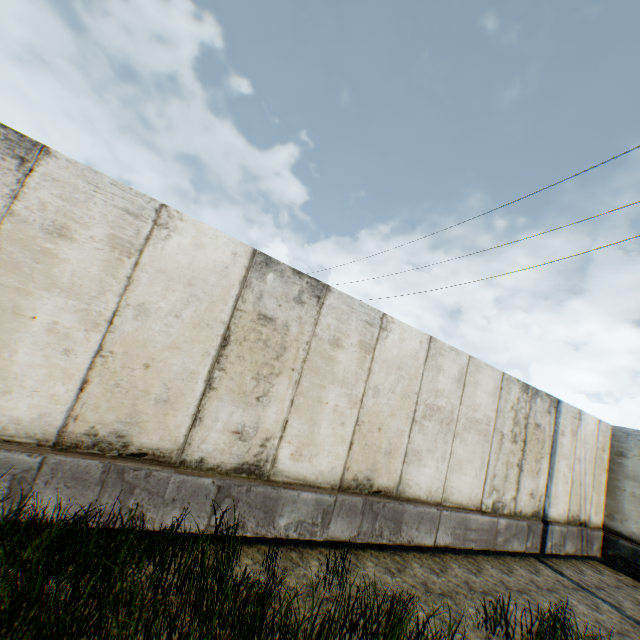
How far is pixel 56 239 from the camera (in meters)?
3.40
